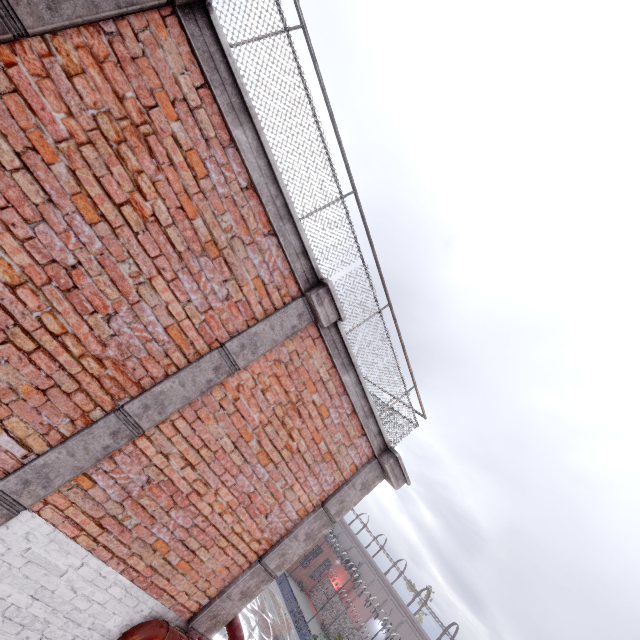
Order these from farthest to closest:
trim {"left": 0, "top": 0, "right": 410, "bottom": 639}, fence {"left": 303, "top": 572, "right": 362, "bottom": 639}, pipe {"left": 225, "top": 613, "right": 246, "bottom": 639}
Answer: fence {"left": 303, "top": 572, "right": 362, "bottom": 639}
pipe {"left": 225, "top": 613, "right": 246, "bottom": 639}
trim {"left": 0, "top": 0, "right": 410, "bottom": 639}

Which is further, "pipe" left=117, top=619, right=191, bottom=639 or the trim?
"pipe" left=117, top=619, right=191, bottom=639

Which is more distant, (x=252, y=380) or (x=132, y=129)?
(x=252, y=380)

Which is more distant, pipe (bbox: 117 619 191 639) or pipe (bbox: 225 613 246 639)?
pipe (bbox: 225 613 246 639)

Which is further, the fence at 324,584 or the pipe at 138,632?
the fence at 324,584

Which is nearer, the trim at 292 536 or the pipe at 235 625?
the trim at 292 536

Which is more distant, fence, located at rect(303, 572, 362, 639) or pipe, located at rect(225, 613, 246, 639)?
fence, located at rect(303, 572, 362, 639)
